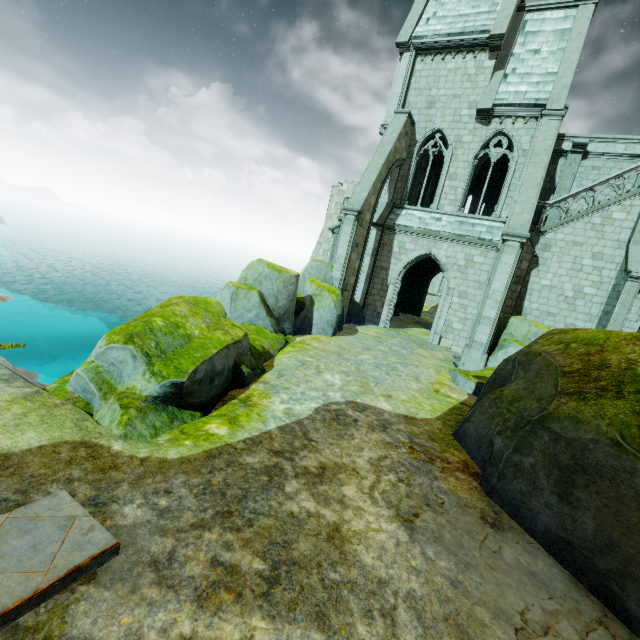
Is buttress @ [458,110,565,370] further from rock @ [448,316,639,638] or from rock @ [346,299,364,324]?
rock @ [346,299,364,324]

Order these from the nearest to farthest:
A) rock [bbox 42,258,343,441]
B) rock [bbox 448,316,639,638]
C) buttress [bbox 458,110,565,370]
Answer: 1. rock [bbox 448,316,639,638]
2. rock [bbox 42,258,343,441]
3. buttress [bbox 458,110,565,370]

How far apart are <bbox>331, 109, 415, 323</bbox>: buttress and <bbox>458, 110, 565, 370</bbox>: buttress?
5.9 meters

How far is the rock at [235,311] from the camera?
5.5m

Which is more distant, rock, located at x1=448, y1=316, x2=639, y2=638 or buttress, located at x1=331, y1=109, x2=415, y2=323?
buttress, located at x1=331, y1=109, x2=415, y2=323

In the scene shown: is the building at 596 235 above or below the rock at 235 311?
above

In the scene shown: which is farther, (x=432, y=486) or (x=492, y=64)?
(x=492, y=64)

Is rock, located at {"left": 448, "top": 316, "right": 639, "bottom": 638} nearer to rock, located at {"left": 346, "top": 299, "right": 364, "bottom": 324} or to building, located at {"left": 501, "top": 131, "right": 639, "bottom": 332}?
building, located at {"left": 501, "top": 131, "right": 639, "bottom": 332}
